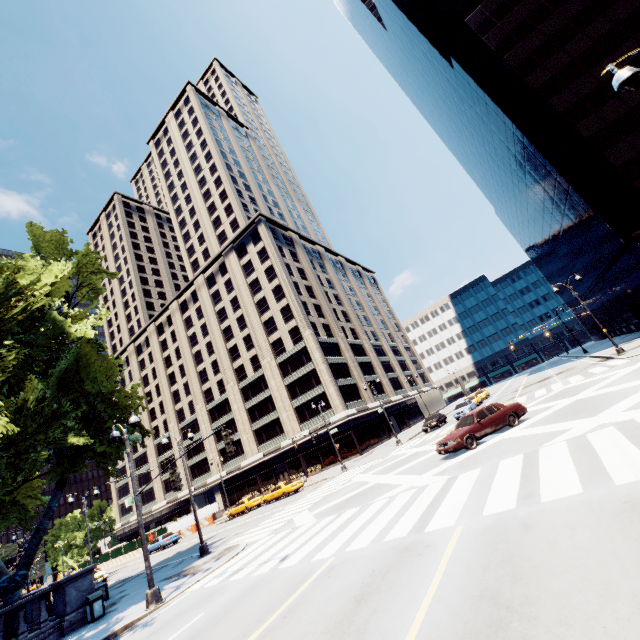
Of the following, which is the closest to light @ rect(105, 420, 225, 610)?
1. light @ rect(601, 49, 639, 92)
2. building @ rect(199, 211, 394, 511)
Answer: light @ rect(601, 49, 639, 92)

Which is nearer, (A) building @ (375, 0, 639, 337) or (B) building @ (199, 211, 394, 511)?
(A) building @ (375, 0, 639, 337)

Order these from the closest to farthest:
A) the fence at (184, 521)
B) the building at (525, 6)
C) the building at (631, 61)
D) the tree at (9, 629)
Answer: the tree at (9, 629) < the building at (631, 61) < the building at (525, 6) < the fence at (184, 521)

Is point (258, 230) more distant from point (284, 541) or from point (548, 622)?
Answer: point (548, 622)

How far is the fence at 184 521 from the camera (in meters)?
40.97

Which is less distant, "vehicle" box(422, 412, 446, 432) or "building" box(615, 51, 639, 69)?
"building" box(615, 51, 639, 69)

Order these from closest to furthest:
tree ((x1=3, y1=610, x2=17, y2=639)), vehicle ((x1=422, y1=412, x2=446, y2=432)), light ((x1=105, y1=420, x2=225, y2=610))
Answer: light ((x1=105, y1=420, x2=225, y2=610))
tree ((x1=3, y1=610, x2=17, y2=639))
vehicle ((x1=422, y1=412, x2=446, y2=432))

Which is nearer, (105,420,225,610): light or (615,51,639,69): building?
(105,420,225,610): light
